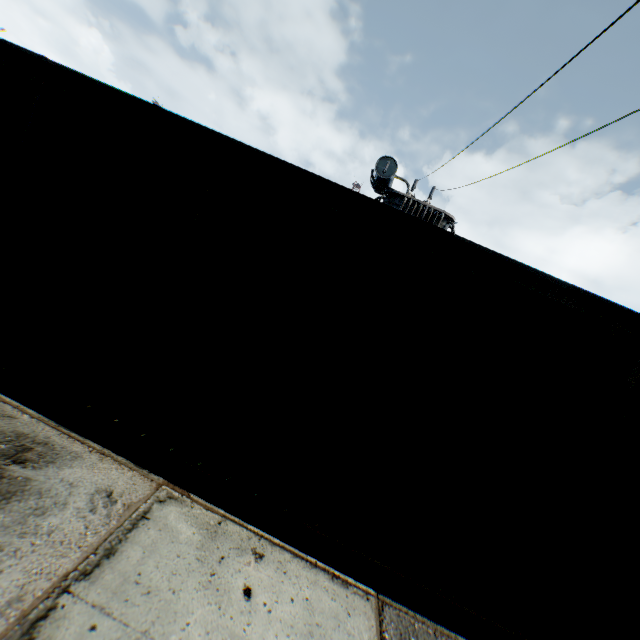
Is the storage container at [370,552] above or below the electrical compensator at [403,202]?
below

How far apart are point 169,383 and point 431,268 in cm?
253

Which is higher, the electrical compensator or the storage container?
the electrical compensator

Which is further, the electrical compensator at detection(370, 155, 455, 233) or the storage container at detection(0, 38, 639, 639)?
the electrical compensator at detection(370, 155, 455, 233)

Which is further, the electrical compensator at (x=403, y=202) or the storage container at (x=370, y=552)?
the electrical compensator at (x=403, y=202)

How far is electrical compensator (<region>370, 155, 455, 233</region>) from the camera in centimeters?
Answer: 1127cm
